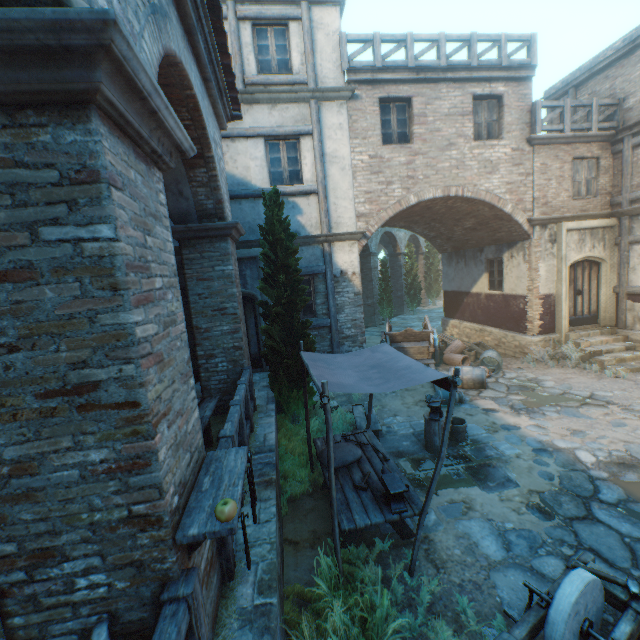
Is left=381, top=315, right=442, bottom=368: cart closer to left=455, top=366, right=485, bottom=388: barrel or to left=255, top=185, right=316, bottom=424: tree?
left=455, top=366, right=485, bottom=388: barrel

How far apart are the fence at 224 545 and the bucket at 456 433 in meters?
4.0

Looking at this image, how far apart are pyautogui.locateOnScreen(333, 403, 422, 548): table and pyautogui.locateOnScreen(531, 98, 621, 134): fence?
10.6m

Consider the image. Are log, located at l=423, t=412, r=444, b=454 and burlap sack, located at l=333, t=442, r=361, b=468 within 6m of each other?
yes

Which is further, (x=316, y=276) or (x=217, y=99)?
(x=316, y=276)

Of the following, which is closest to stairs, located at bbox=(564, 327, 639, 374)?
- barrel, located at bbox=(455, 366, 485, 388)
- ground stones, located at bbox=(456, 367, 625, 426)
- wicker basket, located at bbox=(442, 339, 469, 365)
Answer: ground stones, located at bbox=(456, 367, 625, 426)

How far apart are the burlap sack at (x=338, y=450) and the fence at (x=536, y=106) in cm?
1109

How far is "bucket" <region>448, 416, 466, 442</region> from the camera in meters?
6.7
